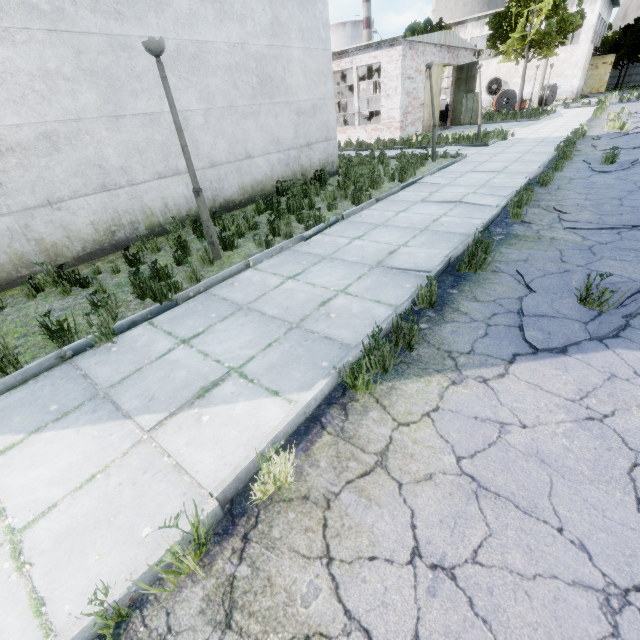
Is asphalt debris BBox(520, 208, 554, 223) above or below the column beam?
below

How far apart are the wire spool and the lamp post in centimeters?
3976cm

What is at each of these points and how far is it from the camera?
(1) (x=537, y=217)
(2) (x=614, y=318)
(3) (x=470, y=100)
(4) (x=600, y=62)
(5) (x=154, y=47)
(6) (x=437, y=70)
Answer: (1) asphalt debris, 6.39m
(2) asphalt debris, 3.50m
(3) door, 23.59m
(4) door, 40.19m
(5) lamp post, 4.53m
(6) door, 21.70m

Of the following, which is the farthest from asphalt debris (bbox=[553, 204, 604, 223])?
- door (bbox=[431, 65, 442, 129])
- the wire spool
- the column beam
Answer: the wire spool

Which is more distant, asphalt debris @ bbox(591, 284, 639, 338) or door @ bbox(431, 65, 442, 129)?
door @ bbox(431, 65, 442, 129)

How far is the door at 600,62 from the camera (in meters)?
40.00

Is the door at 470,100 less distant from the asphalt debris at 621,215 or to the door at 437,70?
the door at 437,70

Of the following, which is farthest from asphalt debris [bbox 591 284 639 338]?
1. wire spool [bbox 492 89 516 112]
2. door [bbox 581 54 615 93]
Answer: door [bbox 581 54 615 93]
